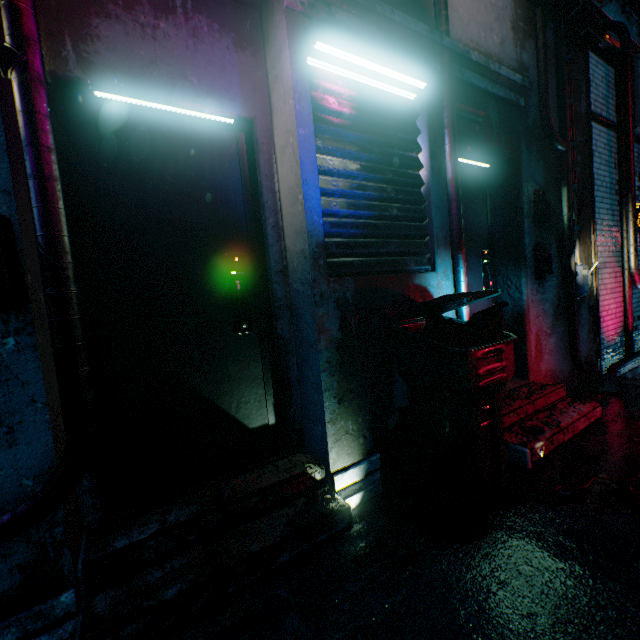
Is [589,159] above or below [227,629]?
above

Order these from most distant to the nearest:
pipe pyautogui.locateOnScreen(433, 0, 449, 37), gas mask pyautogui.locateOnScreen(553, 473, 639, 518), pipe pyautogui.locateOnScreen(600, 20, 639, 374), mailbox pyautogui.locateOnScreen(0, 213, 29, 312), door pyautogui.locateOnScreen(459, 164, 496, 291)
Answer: pipe pyautogui.locateOnScreen(600, 20, 639, 374) → door pyautogui.locateOnScreen(459, 164, 496, 291) → pipe pyautogui.locateOnScreen(433, 0, 449, 37) → gas mask pyautogui.locateOnScreen(553, 473, 639, 518) → mailbox pyautogui.locateOnScreen(0, 213, 29, 312)

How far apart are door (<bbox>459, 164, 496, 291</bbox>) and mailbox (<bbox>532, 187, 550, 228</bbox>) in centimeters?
37cm

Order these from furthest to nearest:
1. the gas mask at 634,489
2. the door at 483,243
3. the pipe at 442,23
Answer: the door at 483,243
the pipe at 442,23
the gas mask at 634,489

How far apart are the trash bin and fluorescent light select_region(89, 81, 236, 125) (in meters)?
1.54

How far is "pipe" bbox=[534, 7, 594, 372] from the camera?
3.05m

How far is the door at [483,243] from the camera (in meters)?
2.93

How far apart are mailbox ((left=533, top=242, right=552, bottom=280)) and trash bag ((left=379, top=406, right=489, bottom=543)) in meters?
2.1
